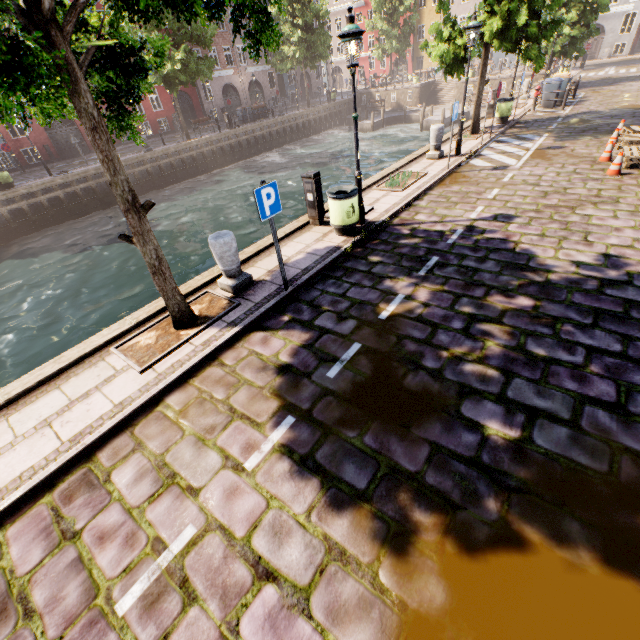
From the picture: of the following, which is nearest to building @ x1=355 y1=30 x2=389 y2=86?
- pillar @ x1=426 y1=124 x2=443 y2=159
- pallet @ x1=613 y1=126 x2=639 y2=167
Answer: pillar @ x1=426 y1=124 x2=443 y2=159

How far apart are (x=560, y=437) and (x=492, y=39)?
14.10m

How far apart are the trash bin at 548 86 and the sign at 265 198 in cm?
2197

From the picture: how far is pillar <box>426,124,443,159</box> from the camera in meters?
11.6

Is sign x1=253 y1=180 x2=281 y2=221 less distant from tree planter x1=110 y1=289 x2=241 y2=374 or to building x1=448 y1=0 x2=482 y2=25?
tree planter x1=110 y1=289 x2=241 y2=374

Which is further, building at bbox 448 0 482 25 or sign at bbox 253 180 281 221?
building at bbox 448 0 482 25

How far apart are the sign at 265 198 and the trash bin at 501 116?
15.98m

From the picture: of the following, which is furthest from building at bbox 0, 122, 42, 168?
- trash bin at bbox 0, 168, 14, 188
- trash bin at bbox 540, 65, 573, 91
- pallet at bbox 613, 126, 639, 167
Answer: pallet at bbox 613, 126, 639, 167
